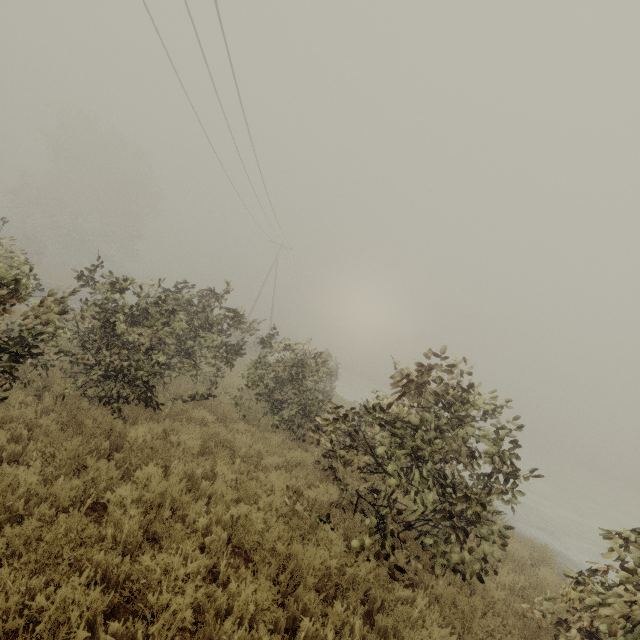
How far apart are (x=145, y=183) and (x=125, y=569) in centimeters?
4766cm
